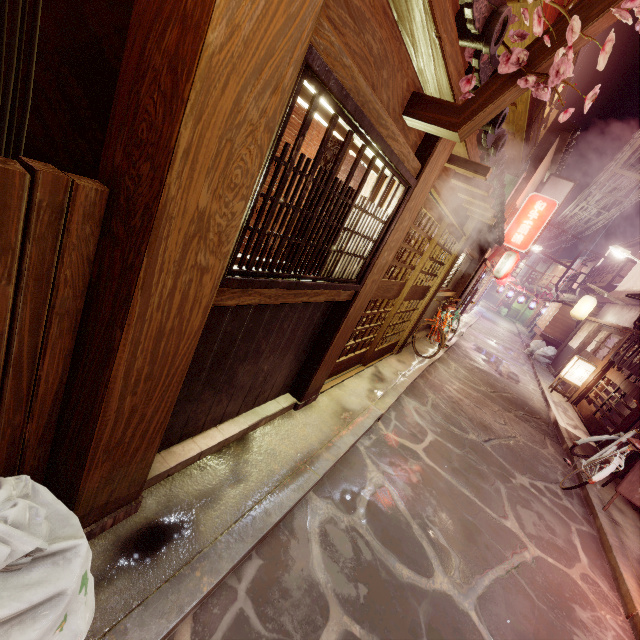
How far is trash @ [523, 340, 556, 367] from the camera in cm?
2886

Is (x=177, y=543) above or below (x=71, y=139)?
below

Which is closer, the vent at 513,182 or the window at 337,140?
the window at 337,140

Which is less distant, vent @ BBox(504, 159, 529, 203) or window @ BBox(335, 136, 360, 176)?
window @ BBox(335, 136, 360, 176)

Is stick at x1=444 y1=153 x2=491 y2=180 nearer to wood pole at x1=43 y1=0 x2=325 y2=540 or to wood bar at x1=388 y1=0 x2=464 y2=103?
wood bar at x1=388 y1=0 x2=464 y2=103

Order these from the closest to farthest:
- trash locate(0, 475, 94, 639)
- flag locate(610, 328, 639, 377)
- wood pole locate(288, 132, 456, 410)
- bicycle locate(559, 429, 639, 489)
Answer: trash locate(0, 475, 94, 639)
wood pole locate(288, 132, 456, 410)
bicycle locate(559, 429, 639, 489)
flag locate(610, 328, 639, 377)

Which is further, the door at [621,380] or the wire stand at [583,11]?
the door at [621,380]

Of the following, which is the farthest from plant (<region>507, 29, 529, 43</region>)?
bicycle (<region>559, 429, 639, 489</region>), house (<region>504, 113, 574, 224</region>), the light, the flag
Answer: the light
